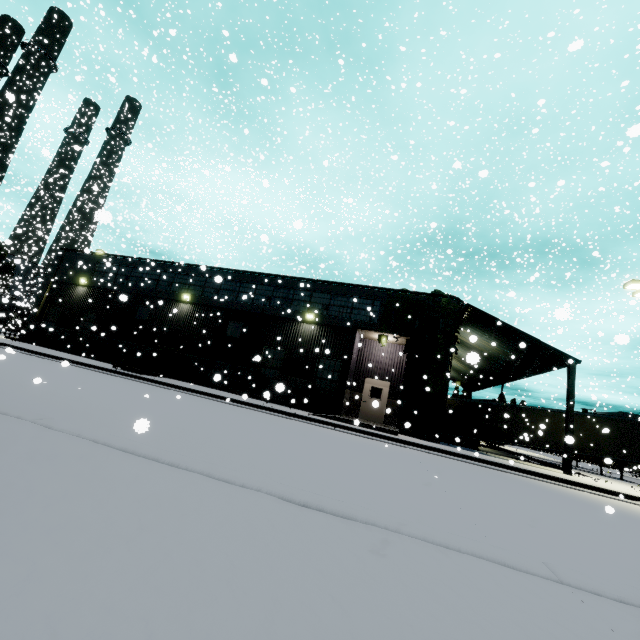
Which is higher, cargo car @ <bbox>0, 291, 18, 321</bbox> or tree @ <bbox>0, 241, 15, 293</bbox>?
tree @ <bbox>0, 241, 15, 293</bbox>

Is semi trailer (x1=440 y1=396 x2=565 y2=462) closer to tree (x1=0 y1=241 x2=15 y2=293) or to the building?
the building

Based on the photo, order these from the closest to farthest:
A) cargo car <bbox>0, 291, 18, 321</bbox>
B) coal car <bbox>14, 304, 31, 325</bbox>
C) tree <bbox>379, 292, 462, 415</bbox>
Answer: cargo car <bbox>0, 291, 18, 321</bbox> < tree <bbox>379, 292, 462, 415</bbox> < coal car <bbox>14, 304, 31, 325</bbox>

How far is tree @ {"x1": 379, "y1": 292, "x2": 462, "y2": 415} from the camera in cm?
1659

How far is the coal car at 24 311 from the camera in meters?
32.3

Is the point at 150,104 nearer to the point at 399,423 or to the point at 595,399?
the point at 399,423

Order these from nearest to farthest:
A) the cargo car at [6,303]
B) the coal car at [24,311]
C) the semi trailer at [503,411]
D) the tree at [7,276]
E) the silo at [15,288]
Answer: the silo at [15,288] < the cargo car at [6,303] < the semi trailer at [503,411] < the coal car at [24,311] < the tree at [7,276]

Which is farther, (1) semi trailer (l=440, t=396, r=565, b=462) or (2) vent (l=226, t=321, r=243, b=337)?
(1) semi trailer (l=440, t=396, r=565, b=462)
